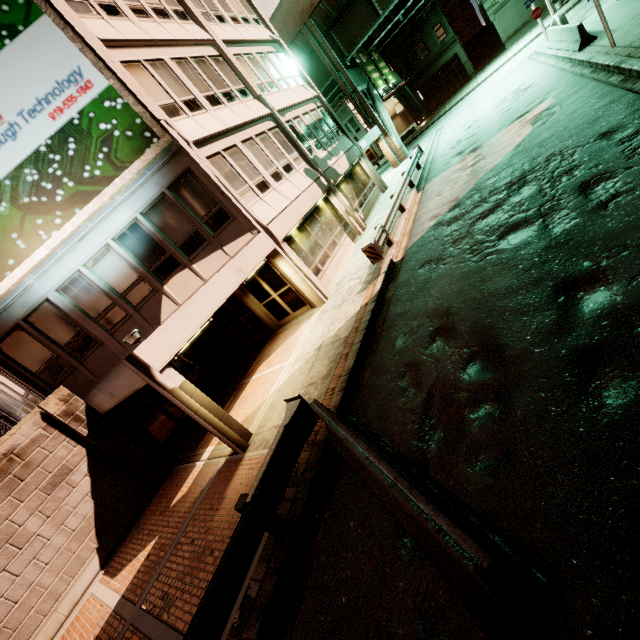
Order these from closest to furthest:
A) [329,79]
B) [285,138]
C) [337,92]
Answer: [285,138] → [329,79] → [337,92]

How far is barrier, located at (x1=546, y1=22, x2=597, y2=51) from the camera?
14.1 meters

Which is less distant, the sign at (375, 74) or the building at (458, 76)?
the sign at (375, 74)

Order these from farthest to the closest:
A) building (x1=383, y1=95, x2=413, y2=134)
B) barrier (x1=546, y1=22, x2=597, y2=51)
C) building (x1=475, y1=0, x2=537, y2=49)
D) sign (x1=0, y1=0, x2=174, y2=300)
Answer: building (x1=383, y1=95, x2=413, y2=134)
building (x1=475, y1=0, x2=537, y2=49)
barrier (x1=546, y1=22, x2=597, y2=51)
sign (x1=0, y1=0, x2=174, y2=300)

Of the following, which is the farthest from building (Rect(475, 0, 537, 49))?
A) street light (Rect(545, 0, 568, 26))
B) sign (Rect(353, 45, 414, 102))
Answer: street light (Rect(545, 0, 568, 26))

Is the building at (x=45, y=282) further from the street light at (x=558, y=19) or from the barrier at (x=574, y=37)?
the barrier at (x=574, y=37)

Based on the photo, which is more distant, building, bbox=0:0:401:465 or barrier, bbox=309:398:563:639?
building, bbox=0:0:401:465

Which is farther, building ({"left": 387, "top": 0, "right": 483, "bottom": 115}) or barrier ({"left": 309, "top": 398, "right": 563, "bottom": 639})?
building ({"left": 387, "top": 0, "right": 483, "bottom": 115})
